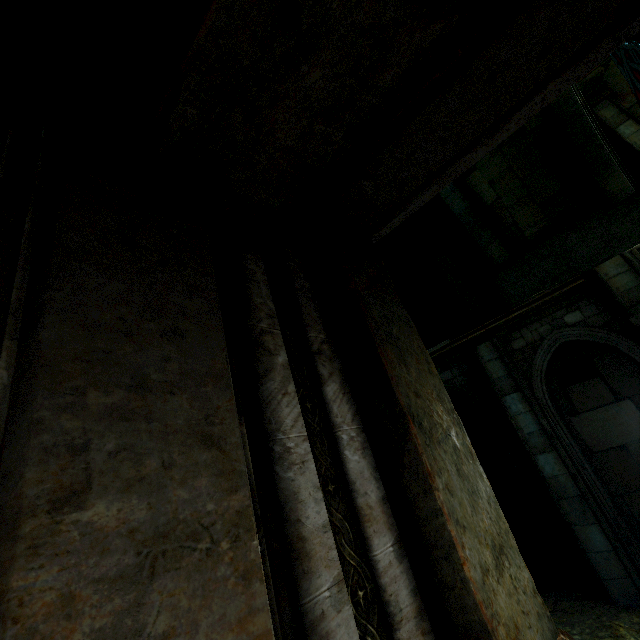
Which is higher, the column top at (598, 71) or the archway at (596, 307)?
the column top at (598, 71)

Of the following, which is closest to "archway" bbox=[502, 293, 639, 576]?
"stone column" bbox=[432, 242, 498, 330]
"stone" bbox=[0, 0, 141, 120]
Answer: "stone column" bbox=[432, 242, 498, 330]

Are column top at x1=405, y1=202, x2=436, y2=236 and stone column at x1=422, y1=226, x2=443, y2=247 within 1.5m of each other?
yes

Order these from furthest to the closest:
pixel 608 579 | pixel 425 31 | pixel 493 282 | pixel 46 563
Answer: pixel 493 282, pixel 608 579, pixel 425 31, pixel 46 563

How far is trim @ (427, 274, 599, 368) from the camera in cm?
662

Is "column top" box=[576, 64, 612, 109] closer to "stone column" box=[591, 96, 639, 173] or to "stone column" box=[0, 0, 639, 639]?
"stone column" box=[591, 96, 639, 173]

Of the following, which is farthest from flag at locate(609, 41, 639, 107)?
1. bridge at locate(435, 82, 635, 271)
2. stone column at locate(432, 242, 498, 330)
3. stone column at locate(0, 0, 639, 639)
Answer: stone column at locate(432, 242, 498, 330)

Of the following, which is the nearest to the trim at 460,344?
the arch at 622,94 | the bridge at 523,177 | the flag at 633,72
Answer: the flag at 633,72
